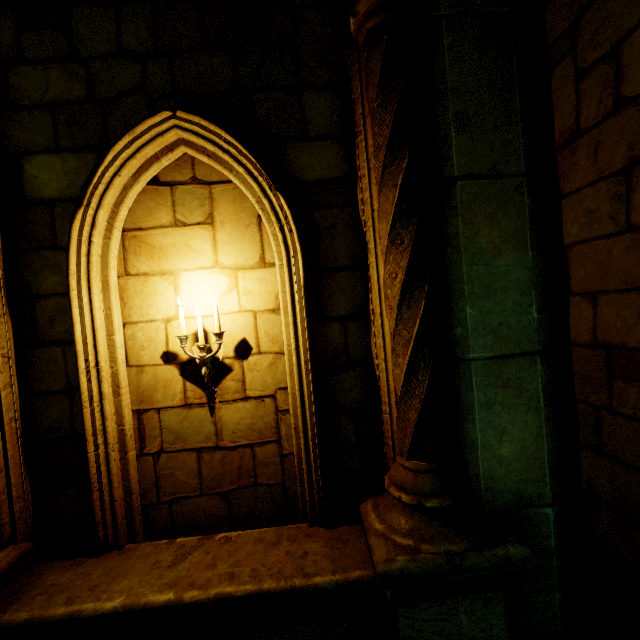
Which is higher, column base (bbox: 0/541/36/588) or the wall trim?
column base (bbox: 0/541/36/588)

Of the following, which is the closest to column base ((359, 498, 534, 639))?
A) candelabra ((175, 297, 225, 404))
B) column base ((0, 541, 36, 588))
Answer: candelabra ((175, 297, 225, 404))

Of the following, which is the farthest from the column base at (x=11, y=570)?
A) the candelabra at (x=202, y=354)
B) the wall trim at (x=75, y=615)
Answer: the candelabra at (x=202, y=354)

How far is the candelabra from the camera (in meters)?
3.02

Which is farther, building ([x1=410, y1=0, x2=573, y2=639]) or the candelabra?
the candelabra

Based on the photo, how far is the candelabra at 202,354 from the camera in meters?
3.0

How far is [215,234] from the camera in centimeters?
318cm

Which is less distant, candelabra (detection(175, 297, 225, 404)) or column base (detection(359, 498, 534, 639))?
column base (detection(359, 498, 534, 639))
